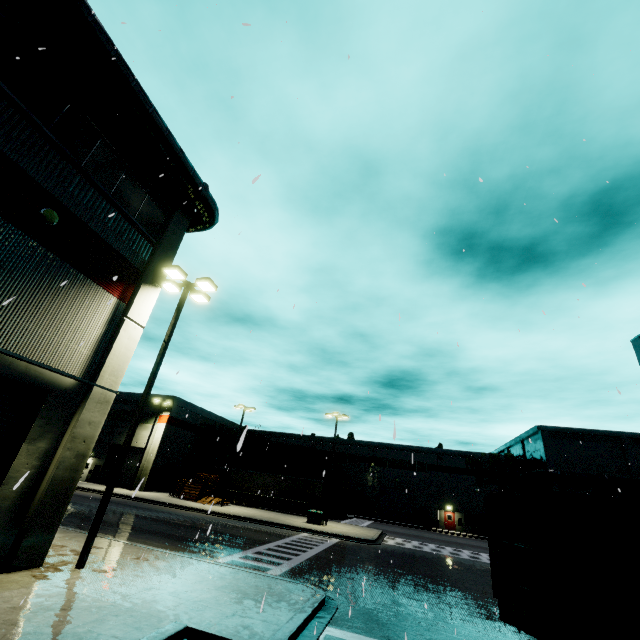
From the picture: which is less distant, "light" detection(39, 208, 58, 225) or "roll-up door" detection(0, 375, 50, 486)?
"roll-up door" detection(0, 375, 50, 486)

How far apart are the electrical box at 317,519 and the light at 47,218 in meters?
29.0 m

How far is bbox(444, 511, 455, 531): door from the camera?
45.66m

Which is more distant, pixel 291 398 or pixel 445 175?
pixel 291 398

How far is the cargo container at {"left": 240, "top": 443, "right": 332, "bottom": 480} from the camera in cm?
4359

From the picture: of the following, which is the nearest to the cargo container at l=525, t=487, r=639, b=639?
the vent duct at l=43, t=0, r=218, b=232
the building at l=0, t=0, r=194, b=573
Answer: the building at l=0, t=0, r=194, b=573

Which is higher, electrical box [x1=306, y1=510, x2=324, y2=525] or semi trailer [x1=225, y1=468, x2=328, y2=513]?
semi trailer [x1=225, y1=468, x2=328, y2=513]

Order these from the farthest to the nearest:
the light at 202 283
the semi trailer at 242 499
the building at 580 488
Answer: the building at 580 488, the semi trailer at 242 499, the light at 202 283
